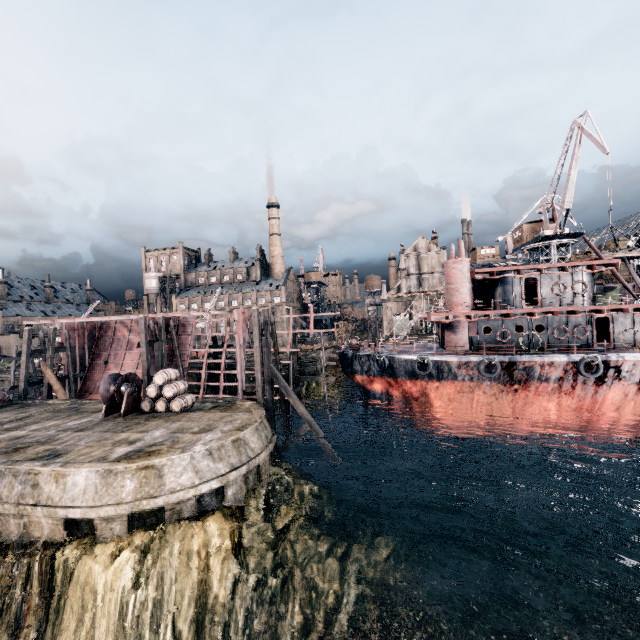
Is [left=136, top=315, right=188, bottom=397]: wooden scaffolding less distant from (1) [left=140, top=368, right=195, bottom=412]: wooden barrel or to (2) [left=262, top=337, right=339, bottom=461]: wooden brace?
(1) [left=140, top=368, right=195, bottom=412]: wooden barrel

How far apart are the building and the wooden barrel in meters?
49.8 m

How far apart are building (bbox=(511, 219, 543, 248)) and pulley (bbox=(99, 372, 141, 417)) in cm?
5193

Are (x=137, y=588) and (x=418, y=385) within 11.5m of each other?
no

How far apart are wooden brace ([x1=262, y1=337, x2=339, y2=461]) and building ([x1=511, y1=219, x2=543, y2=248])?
43.7m

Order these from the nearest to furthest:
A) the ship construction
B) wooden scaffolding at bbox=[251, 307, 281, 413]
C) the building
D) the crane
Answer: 1. wooden scaffolding at bbox=[251, 307, 281, 413]
2. the ship construction
3. the crane
4. the building

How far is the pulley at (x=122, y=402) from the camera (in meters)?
20.05

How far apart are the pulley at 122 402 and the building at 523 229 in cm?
5193
